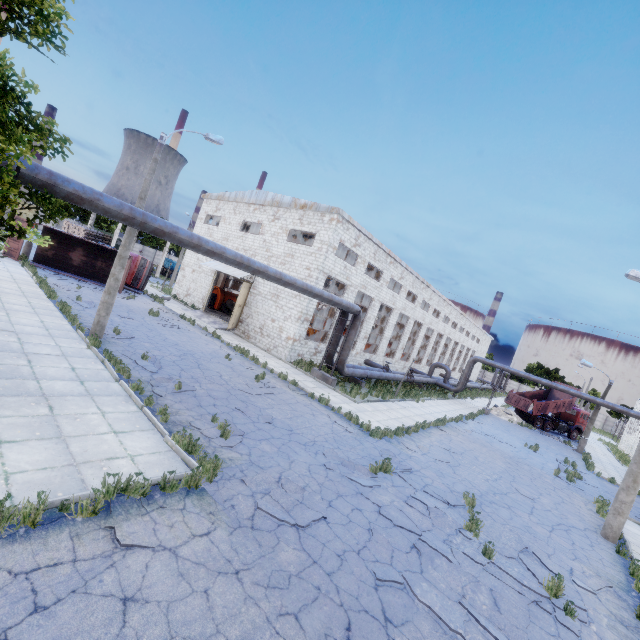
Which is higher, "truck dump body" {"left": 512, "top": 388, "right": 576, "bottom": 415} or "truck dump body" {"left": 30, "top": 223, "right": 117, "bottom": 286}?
"truck dump body" {"left": 512, "top": 388, "right": 576, "bottom": 415}

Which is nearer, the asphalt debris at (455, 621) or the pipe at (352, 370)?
the asphalt debris at (455, 621)

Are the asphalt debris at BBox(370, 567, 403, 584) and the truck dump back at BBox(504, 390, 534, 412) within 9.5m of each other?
no

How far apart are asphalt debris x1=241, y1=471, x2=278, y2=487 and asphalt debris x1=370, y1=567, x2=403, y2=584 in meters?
1.0 m

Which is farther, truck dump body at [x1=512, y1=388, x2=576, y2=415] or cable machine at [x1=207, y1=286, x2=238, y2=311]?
truck dump body at [x1=512, y1=388, x2=576, y2=415]

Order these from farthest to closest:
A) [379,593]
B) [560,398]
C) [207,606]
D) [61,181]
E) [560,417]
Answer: [560,417], [560,398], [61,181], [379,593], [207,606]

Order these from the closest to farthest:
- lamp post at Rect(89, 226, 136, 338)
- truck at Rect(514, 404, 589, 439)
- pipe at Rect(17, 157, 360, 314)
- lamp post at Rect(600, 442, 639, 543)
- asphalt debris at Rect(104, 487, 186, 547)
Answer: asphalt debris at Rect(104, 487, 186, 547)
pipe at Rect(17, 157, 360, 314)
lamp post at Rect(600, 442, 639, 543)
lamp post at Rect(89, 226, 136, 338)
truck at Rect(514, 404, 589, 439)

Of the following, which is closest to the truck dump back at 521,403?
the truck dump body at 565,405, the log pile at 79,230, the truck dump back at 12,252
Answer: the truck dump body at 565,405
